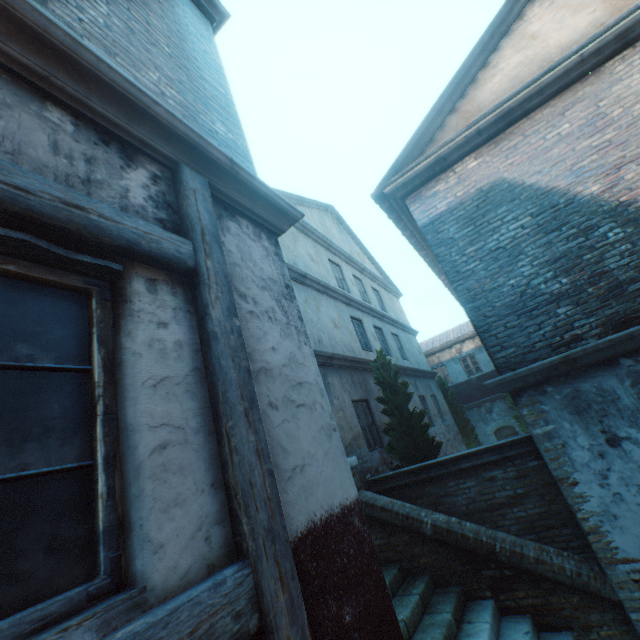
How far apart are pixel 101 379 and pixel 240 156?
2.8m

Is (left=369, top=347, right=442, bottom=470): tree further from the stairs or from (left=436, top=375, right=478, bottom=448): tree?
(left=436, top=375, right=478, bottom=448): tree

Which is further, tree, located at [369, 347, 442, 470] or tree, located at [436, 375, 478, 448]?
tree, located at [436, 375, 478, 448]

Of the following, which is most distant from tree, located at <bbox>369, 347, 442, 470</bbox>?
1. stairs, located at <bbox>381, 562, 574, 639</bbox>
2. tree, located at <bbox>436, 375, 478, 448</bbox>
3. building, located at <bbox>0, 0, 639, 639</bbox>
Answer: building, located at <bbox>0, 0, 639, 639</bbox>

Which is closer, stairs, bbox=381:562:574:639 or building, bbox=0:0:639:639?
building, bbox=0:0:639:639

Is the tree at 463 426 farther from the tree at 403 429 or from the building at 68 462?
the building at 68 462

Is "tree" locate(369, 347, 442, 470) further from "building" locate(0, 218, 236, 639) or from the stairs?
"building" locate(0, 218, 236, 639)

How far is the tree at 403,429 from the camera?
7.5m
